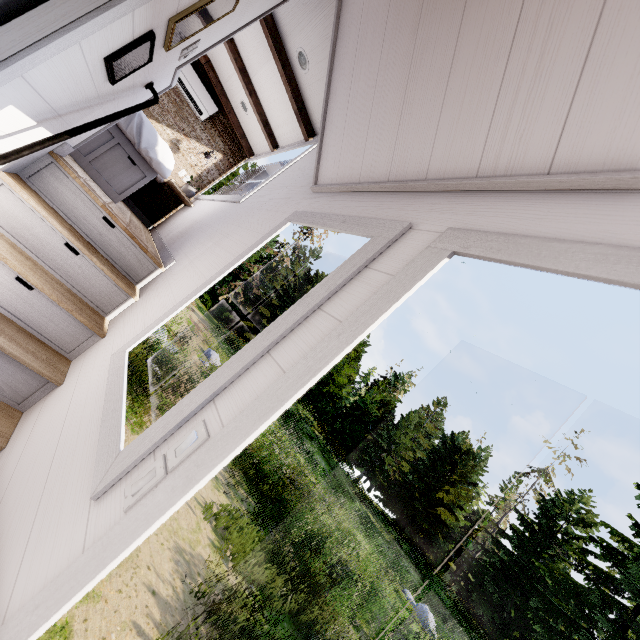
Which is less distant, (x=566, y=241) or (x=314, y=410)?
(x=566, y=241)

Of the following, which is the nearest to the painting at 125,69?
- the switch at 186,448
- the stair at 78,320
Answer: the stair at 78,320

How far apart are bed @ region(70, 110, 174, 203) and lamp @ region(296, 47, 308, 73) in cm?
157

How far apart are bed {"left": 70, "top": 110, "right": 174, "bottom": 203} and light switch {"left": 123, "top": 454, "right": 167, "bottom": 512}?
3.2m

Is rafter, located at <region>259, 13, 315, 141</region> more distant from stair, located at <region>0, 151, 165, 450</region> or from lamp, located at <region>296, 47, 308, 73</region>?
stair, located at <region>0, 151, 165, 450</region>

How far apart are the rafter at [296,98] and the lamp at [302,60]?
0.1m

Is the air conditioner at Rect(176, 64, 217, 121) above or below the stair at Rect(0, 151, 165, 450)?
above

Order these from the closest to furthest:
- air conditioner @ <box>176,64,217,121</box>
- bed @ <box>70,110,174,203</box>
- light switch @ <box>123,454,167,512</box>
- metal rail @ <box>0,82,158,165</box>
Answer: light switch @ <box>123,454,167,512</box> < metal rail @ <box>0,82,158,165</box> < bed @ <box>70,110,174,203</box> < air conditioner @ <box>176,64,217,121</box>
